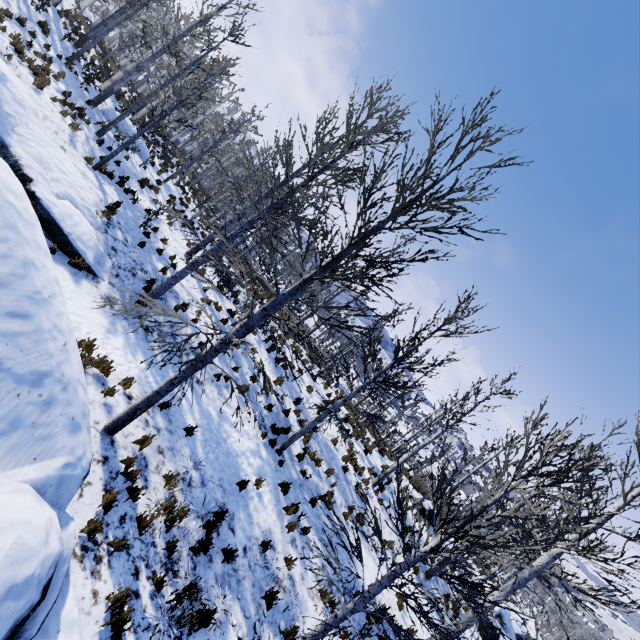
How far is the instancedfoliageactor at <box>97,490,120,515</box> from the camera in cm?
535

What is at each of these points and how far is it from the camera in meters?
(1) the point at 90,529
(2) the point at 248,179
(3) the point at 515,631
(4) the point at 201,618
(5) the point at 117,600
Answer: (1) instancedfoliageactor, 5.0 m
(2) instancedfoliageactor, 47.5 m
(3) rock, 19.1 m
(4) instancedfoliageactor, 5.3 m
(5) instancedfoliageactor, 4.7 m

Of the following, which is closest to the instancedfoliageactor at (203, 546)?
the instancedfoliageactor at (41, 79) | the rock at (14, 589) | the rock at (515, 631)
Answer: the rock at (14, 589)

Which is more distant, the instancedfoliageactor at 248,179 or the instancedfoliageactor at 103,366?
the instancedfoliageactor at 103,366

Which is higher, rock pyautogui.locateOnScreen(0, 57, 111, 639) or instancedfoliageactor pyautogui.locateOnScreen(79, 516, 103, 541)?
rock pyautogui.locateOnScreen(0, 57, 111, 639)

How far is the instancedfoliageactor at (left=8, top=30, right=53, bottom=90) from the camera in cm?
1198

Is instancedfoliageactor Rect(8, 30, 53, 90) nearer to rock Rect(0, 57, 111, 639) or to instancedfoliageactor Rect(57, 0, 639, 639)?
rock Rect(0, 57, 111, 639)

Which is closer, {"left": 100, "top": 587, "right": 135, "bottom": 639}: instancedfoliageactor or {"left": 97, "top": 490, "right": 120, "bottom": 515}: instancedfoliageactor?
{"left": 100, "top": 587, "right": 135, "bottom": 639}: instancedfoliageactor
